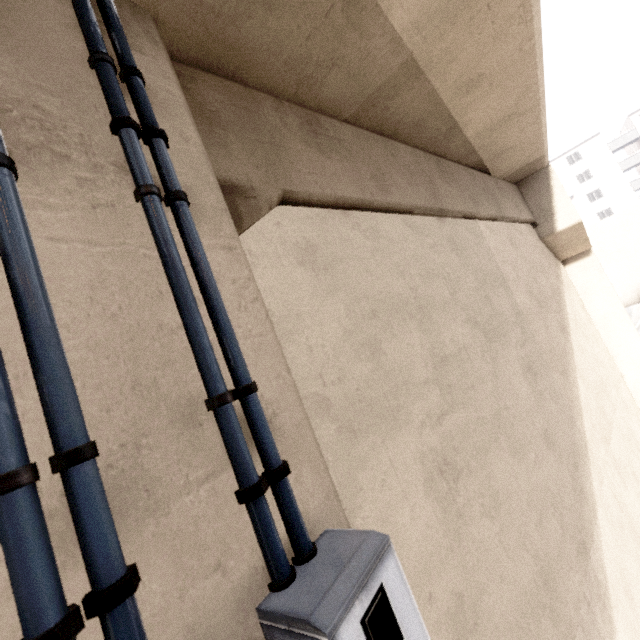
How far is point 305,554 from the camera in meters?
1.1

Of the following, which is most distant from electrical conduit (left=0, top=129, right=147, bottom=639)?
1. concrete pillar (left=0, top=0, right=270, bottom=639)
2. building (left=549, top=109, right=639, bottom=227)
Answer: building (left=549, top=109, right=639, bottom=227)

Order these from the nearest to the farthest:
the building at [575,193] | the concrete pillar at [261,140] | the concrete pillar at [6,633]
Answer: the concrete pillar at [6,633]
the concrete pillar at [261,140]
the building at [575,193]

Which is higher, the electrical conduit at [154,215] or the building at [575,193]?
the building at [575,193]

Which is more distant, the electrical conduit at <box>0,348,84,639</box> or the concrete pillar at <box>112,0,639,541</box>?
the concrete pillar at <box>112,0,639,541</box>

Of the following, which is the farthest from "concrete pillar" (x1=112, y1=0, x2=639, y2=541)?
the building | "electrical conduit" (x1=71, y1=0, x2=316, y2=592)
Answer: the building

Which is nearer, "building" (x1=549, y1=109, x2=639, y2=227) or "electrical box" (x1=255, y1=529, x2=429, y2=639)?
"electrical box" (x1=255, y1=529, x2=429, y2=639)

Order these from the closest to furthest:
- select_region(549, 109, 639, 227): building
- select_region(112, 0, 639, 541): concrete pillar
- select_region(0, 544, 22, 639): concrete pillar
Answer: select_region(0, 544, 22, 639): concrete pillar → select_region(112, 0, 639, 541): concrete pillar → select_region(549, 109, 639, 227): building
